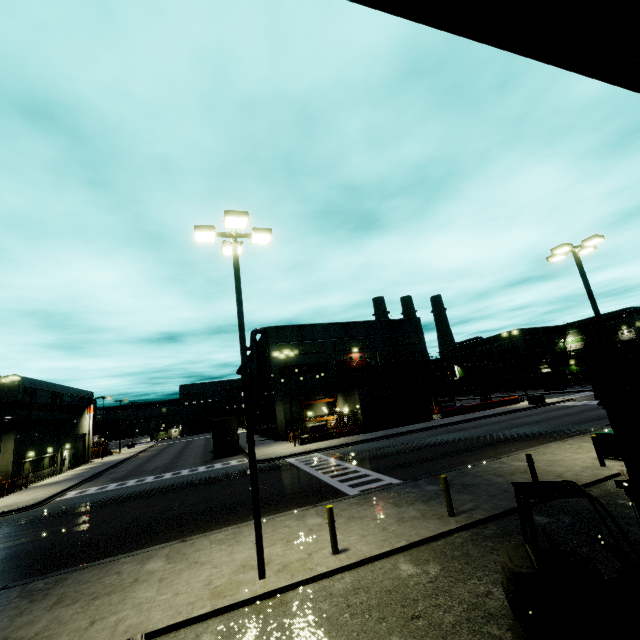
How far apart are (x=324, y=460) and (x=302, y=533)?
14.3 meters

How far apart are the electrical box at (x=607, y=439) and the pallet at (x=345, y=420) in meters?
25.4 m

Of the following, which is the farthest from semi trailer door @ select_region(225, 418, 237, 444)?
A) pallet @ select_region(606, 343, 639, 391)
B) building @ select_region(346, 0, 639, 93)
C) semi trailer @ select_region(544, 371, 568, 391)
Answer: pallet @ select_region(606, 343, 639, 391)

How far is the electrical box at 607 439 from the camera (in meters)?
13.49

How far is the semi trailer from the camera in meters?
57.9

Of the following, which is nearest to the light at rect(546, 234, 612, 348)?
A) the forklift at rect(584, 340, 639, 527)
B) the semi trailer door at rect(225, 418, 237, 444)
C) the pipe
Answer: the forklift at rect(584, 340, 639, 527)

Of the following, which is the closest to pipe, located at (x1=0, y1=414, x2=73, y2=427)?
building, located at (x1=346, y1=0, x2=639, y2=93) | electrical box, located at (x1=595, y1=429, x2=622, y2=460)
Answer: building, located at (x1=346, y1=0, x2=639, y2=93)

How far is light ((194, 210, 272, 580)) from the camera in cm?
838
